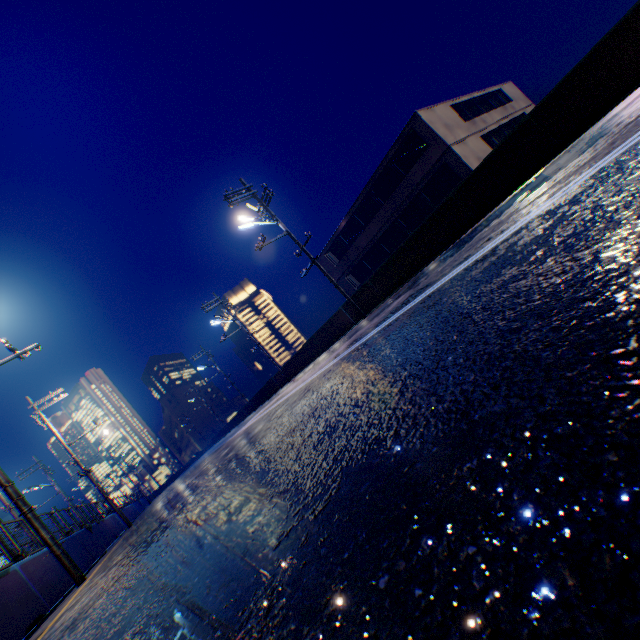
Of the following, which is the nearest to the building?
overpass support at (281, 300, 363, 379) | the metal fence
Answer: overpass support at (281, 300, 363, 379)

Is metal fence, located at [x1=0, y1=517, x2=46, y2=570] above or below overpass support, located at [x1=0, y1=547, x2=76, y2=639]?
above

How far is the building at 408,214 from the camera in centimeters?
1997cm

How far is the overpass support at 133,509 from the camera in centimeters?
2476cm

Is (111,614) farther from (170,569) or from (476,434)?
(476,434)

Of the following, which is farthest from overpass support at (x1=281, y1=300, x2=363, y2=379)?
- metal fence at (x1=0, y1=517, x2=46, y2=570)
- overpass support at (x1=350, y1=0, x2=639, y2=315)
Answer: metal fence at (x1=0, y1=517, x2=46, y2=570)

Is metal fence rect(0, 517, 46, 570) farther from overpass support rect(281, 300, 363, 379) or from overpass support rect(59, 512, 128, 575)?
overpass support rect(281, 300, 363, 379)
